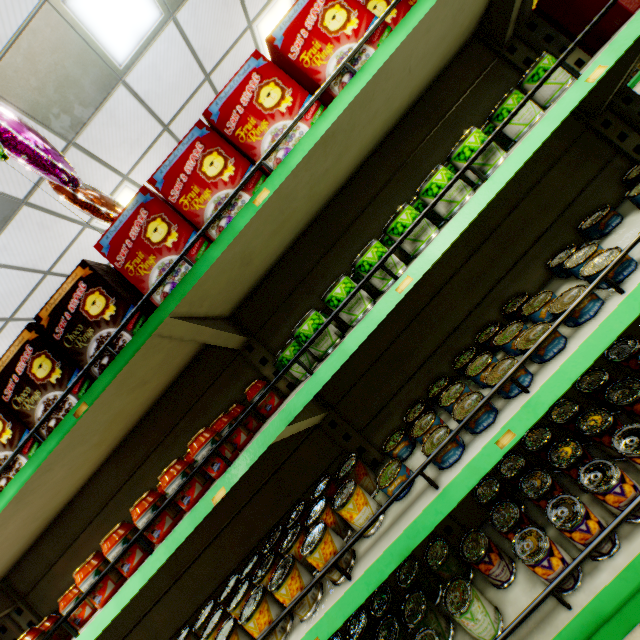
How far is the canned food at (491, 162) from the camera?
1.2m

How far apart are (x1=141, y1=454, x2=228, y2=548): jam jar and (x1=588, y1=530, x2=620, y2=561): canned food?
1.1m

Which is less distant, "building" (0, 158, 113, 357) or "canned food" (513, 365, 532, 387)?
"canned food" (513, 365, 532, 387)

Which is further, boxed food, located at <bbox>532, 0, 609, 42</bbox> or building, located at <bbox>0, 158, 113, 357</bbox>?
building, located at <bbox>0, 158, 113, 357</bbox>

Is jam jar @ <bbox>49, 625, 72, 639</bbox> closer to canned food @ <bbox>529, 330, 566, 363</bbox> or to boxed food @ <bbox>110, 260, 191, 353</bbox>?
boxed food @ <bbox>110, 260, 191, 353</bbox>

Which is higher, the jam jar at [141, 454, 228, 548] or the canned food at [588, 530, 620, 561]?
the jam jar at [141, 454, 228, 548]

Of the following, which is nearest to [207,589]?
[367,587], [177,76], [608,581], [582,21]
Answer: [367,587]

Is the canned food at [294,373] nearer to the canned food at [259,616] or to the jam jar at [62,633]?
the canned food at [259,616]
